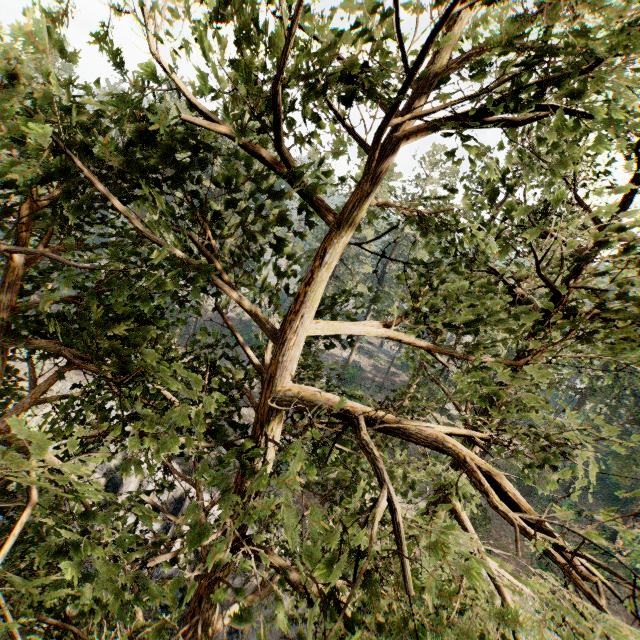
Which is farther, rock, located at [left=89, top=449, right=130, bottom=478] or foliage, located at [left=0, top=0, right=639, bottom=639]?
rock, located at [left=89, top=449, right=130, bottom=478]

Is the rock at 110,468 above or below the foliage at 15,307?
below

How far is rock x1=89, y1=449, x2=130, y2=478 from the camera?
24.54m

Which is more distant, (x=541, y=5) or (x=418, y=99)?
(x=418, y=99)

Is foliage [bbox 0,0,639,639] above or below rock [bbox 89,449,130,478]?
above

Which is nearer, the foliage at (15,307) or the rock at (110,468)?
the foliage at (15,307)
